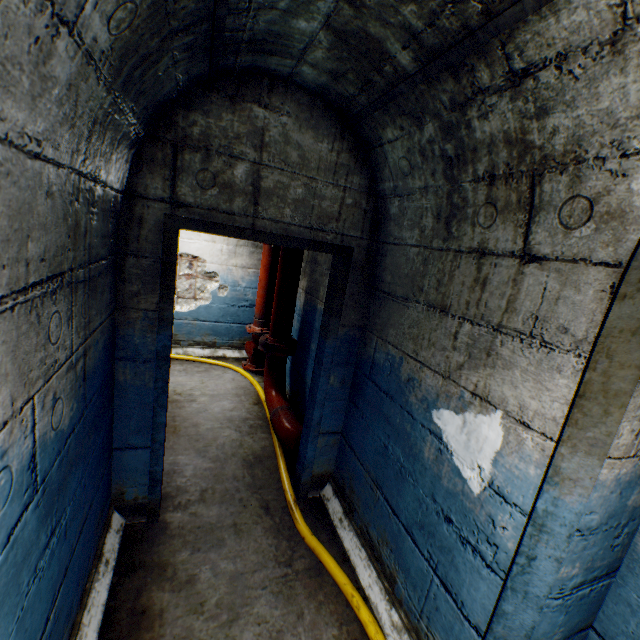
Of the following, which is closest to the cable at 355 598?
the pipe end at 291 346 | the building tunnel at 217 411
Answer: the building tunnel at 217 411

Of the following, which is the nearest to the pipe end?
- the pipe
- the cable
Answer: the pipe

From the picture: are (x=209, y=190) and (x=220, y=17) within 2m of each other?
yes

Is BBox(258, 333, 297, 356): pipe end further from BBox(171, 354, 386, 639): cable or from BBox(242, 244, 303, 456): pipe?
BBox(171, 354, 386, 639): cable

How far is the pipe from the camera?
3.27m

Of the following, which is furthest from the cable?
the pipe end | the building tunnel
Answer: the pipe end

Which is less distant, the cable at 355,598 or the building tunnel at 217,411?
the building tunnel at 217,411

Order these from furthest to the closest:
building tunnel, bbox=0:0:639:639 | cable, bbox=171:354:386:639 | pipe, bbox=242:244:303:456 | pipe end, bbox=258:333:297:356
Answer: pipe end, bbox=258:333:297:356
pipe, bbox=242:244:303:456
cable, bbox=171:354:386:639
building tunnel, bbox=0:0:639:639
